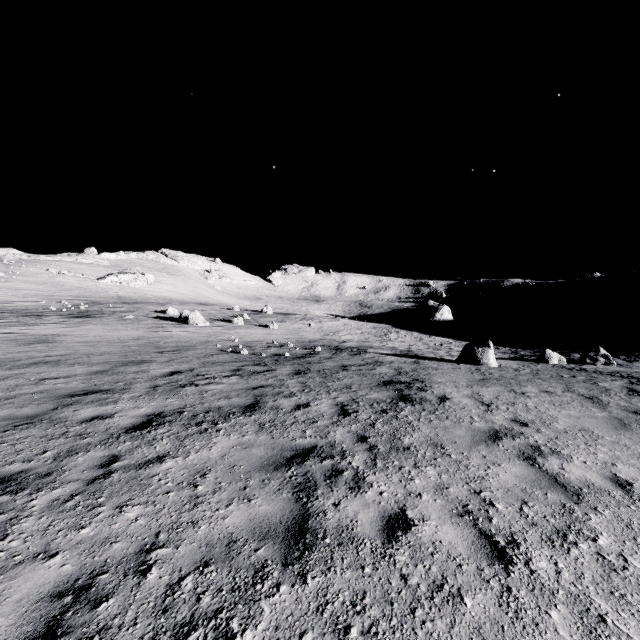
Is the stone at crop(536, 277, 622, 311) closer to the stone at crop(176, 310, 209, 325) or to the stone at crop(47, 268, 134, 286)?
the stone at crop(176, 310, 209, 325)

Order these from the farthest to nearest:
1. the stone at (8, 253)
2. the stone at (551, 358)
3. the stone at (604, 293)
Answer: the stone at (8, 253)
the stone at (604, 293)
the stone at (551, 358)

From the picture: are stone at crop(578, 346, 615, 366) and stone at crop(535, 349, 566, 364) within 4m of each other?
yes

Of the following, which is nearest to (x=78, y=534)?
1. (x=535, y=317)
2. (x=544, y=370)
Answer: (x=544, y=370)

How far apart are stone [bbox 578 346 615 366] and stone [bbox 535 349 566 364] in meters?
1.5

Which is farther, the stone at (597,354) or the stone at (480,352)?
the stone at (597,354)

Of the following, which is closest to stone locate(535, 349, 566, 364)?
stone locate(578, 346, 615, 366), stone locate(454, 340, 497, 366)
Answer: stone locate(578, 346, 615, 366)

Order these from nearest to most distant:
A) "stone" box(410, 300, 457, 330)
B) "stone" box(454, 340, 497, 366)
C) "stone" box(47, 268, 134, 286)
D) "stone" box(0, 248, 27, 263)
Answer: "stone" box(454, 340, 497, 366), "stone" box(410, 300, 457, 330), "stone" box(47, 268, 134, 286), "stone" box(0, 248, 27, 263)
